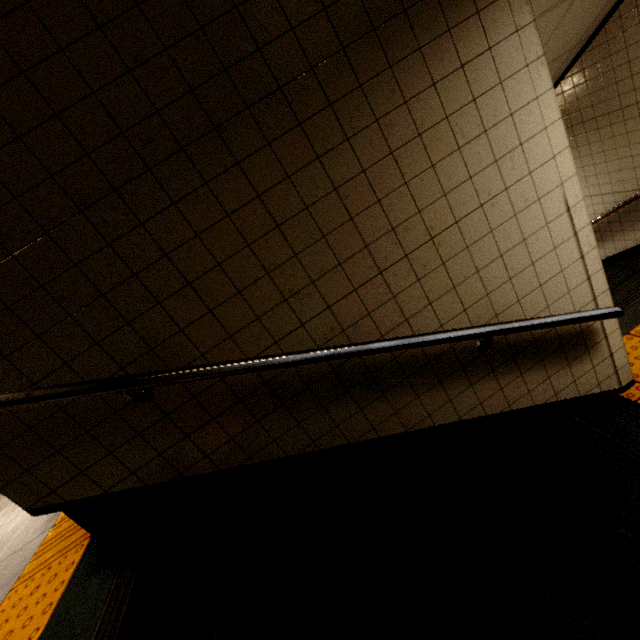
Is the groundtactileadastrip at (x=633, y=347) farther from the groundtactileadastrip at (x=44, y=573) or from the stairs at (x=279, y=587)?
the groundtactileadastrip at (x=44, y=573)

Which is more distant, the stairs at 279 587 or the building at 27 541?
the building at 27 541

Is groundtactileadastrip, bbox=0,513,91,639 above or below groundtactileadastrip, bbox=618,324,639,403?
above

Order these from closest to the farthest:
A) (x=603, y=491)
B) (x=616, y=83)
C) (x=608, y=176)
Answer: (x=603, y=491)
(x=616, y=83)
(x=608, y=176)

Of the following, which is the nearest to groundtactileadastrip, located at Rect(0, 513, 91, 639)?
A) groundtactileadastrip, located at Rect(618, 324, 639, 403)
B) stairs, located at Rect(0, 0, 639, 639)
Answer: stairs, located at Rect(0, 0, 639, 639)

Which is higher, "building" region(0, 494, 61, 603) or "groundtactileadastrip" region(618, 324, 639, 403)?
"building" region(0, 494, 61, 603)

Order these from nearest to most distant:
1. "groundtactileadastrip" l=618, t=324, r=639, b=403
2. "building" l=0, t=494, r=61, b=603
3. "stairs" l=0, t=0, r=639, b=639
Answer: "stairs" l=0, t=0, r=639, b=639 → "building" l=0, t=494, r=61, b=603 → "groundtactileadastrip" l=618, t=324, r=639, b=403

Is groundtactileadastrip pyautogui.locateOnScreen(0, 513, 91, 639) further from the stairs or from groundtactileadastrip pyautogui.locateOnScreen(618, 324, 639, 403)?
groundtactileadastrip pyautogui.locateOnScreen(618, 324, 639, 403)
